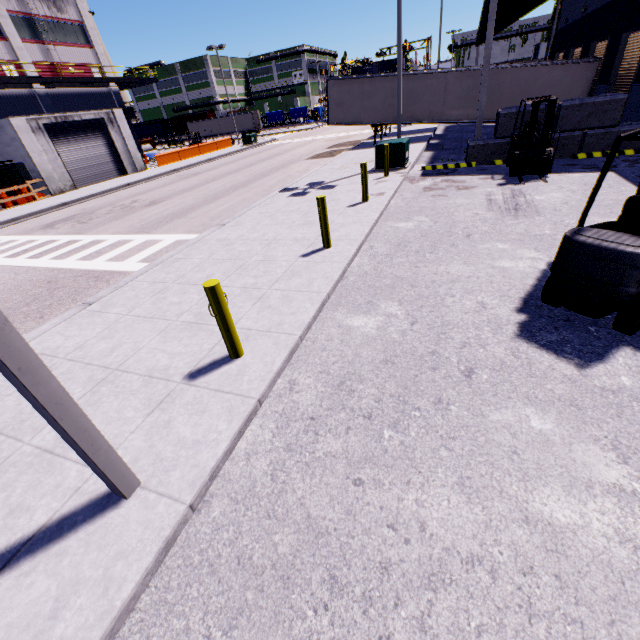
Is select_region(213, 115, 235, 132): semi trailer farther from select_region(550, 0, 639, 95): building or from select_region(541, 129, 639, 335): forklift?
select_region(541, 129, 639, 335): forklift

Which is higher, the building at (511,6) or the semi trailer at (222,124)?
the building at (511,6)

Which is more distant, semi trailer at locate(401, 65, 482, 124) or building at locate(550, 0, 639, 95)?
semi trailer at locate(401, 65, 482, 124)

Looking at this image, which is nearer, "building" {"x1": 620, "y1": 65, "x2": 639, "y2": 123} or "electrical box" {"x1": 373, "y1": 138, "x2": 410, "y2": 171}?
"building" {"x1": 620, "y1": 65, "x2": 639, "y2": 123}

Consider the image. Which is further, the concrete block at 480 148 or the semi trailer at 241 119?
the semi trailer at 241 119

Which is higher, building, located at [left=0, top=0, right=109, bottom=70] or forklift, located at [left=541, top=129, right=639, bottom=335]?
building, located at [left=0, top=0, right=109, bottom=70]

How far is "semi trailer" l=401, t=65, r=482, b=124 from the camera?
19.1m

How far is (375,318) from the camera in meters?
5.3 m
